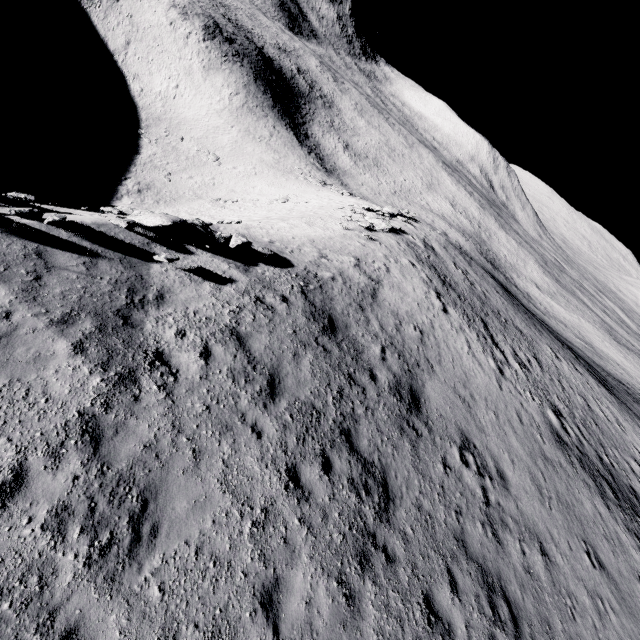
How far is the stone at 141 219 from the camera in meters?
10.7

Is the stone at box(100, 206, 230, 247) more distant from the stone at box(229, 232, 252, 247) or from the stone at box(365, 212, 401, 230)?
the stone at box(365, 212, 401, 230)

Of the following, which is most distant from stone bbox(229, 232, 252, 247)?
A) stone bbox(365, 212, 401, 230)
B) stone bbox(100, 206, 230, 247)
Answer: stone bbox(365, 212, 401, 230)

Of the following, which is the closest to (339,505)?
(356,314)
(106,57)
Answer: (356,314)

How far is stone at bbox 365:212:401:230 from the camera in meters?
26.0

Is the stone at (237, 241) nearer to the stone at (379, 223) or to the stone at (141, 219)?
the stone at (141, 219)
